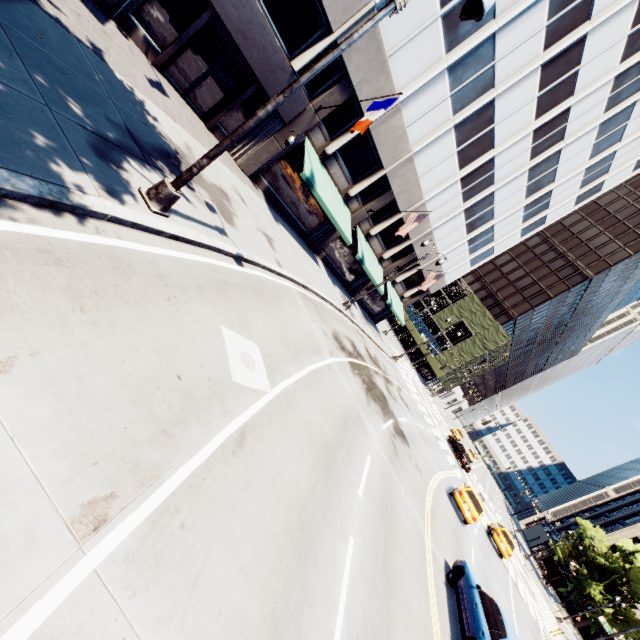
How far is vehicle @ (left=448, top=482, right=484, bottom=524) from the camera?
18.5m

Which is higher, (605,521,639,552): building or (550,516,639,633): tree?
(605,521,639,552): building

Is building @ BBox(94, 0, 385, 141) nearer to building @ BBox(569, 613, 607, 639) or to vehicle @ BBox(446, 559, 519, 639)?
vehicle @ BBox(446, 559, 519, 639)

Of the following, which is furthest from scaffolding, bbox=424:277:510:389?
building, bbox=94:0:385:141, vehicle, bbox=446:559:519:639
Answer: vehicle, bbox=446:559:519:639

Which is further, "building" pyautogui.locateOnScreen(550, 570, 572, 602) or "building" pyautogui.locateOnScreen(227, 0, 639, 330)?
"building" pyautogui.locateOnScreen(550, 570, 572, 602)

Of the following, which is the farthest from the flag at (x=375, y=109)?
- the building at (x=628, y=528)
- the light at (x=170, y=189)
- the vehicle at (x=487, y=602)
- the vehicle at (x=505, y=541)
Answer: the building at (x=628, y=528)

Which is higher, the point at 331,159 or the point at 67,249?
the point at 331,159

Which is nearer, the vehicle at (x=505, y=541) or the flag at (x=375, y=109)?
the flag at (x=375, y=109)
